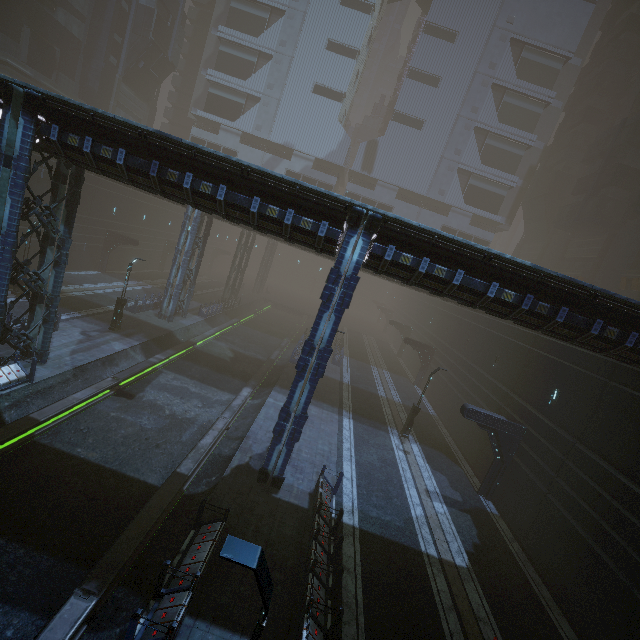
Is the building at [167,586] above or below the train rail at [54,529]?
above

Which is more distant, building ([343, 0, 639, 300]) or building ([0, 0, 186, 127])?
building ([343, 0, 639, 300])

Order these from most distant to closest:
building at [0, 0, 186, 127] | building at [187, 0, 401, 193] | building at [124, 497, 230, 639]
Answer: building at [187, 0, 401, 193] → building at [0, 0, 186, 127] → building at [124, 497, 230, 639]

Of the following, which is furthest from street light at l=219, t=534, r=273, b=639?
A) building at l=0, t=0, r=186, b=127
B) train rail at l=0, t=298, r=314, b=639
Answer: train rail at l=0, t=298, r=314, b=639

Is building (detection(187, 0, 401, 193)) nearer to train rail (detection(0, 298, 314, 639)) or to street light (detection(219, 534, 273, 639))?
train rail (detection(0, 298, 314, 639))

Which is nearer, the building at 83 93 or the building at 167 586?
the building at 167 586

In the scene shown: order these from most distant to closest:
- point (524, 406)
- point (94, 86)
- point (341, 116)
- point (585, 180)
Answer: point (341, 116) < point (94, 86) < point (585, 180) < point (524, 406)
